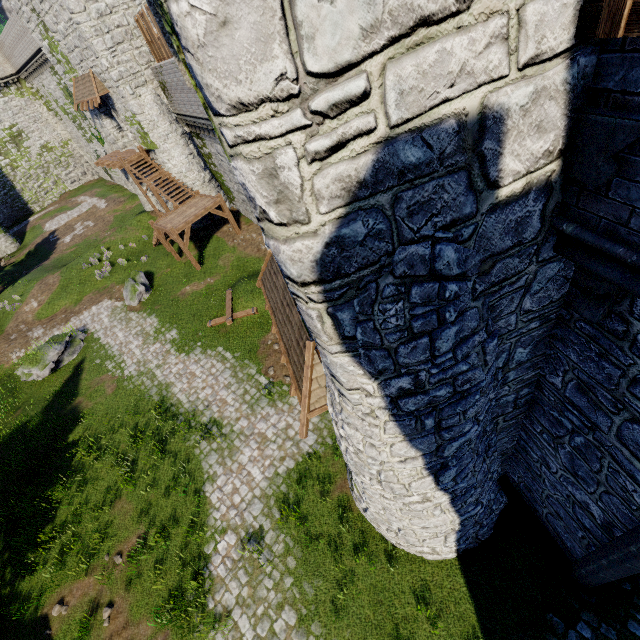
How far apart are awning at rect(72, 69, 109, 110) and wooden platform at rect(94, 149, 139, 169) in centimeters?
309cm

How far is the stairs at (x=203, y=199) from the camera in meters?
20.4

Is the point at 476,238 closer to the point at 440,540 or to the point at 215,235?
the point at 440,540

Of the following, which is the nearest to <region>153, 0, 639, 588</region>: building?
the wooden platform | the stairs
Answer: the stairs

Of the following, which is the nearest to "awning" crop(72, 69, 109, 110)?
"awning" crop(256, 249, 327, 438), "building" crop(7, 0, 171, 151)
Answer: "building" crop(7, 0, 171, 151)

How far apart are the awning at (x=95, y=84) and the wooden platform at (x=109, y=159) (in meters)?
3.09

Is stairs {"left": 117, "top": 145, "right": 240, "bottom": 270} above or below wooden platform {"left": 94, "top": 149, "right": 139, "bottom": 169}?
below

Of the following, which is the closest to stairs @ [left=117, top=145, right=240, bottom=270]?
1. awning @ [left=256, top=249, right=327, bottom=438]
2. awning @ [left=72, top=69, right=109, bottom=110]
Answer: awning @ [left=72, top=69, right=109, bottom=110]
